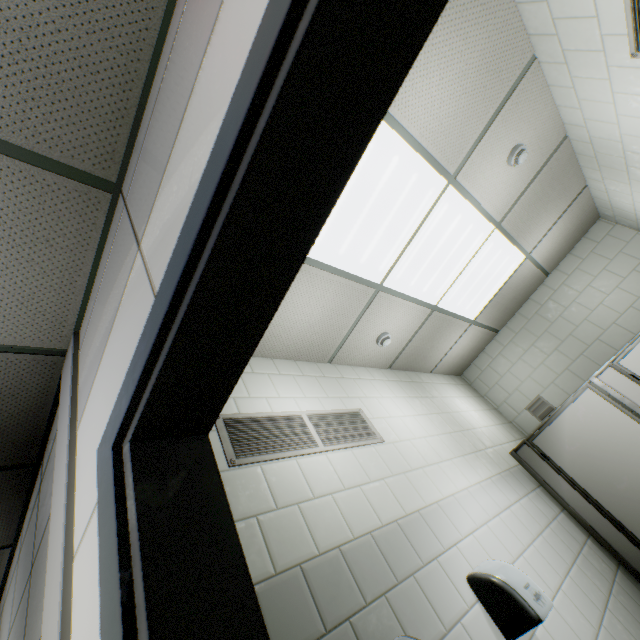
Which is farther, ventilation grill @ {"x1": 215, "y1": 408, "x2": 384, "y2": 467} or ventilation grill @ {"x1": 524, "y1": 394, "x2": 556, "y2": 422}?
ventilation grill @ {"x1": 524, "y1": 394, "x2": 556, "y2": 422}

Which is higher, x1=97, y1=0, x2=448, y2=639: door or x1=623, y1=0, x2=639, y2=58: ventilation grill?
x1=623, y1=0, x2=639, y2=58: ventilation grill

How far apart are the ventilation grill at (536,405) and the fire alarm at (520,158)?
3.1 meters

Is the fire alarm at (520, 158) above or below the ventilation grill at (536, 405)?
above

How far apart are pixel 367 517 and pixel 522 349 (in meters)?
3.87

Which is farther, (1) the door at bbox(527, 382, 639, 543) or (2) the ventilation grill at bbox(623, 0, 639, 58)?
(1) the door at bbox(527, 382, 639, 543)

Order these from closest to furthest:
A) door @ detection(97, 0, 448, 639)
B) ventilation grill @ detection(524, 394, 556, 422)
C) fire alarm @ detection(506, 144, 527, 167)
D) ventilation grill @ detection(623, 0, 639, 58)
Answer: door @ detection(97, 0, 448, 639), ventilation grill @ detection(623, 0, 639, 58), fire alarm @ detection(506, 144, 527, 167), ventilation grill @ detection(524, 394, 556, 422)

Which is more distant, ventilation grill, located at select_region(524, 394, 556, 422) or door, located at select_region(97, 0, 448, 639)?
ventilation grill, located at select_region(524, 394, 556, 422)
